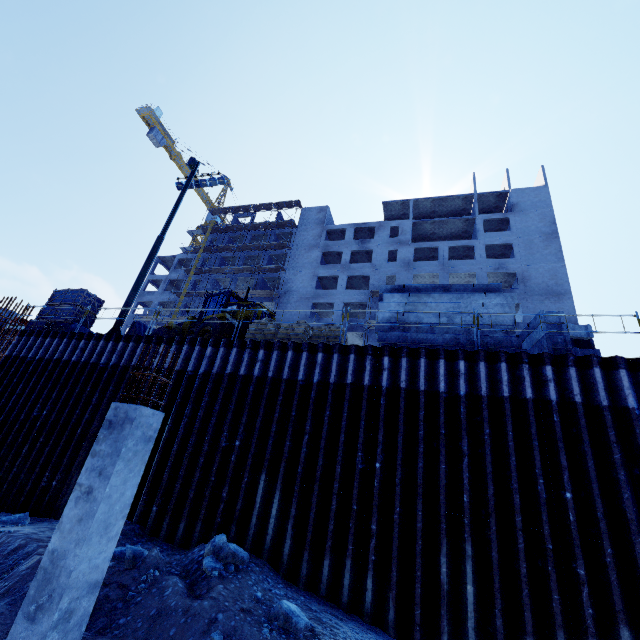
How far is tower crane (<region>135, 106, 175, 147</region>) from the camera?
55.2m

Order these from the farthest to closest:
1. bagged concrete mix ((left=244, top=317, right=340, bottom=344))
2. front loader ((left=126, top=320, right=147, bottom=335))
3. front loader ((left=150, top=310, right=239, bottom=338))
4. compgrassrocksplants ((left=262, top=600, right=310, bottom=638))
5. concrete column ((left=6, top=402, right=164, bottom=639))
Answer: front loader ((left=126, top=320, right=147, bottom=335)) → front loader ((left=150, top=310, right=239, bottom=338)) → bagged concrete mix ((left=244, top=317, right=340, bottom=344)) → compgrassrocksplants ((left=262, top=600, right=310, bottom=638)) → concrete column ((left=6, top=402, right=164, bottom=639))

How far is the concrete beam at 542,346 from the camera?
8.6 meters

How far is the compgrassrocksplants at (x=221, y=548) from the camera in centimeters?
646cm

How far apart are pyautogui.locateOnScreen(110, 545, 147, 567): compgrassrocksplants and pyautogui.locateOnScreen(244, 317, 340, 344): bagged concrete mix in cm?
649

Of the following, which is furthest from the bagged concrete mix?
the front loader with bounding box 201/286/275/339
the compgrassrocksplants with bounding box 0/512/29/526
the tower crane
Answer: the tower crane

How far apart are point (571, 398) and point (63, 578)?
10.1 meters

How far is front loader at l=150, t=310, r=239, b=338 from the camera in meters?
13.9
